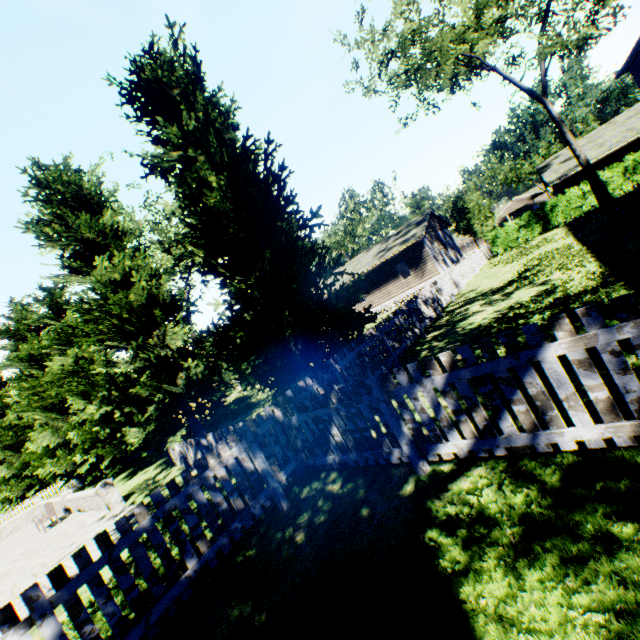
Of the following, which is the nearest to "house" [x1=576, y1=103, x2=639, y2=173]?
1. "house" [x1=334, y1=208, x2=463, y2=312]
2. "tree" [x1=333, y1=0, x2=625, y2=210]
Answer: "tree" [x1=333, y1=0, x2=625, y2=210]

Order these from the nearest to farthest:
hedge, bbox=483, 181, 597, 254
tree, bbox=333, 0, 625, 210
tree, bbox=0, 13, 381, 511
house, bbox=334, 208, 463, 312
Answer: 1. tree, bbox=0, 13, 381, 511
2. tree, bbox=333, 0, 625, 210
3. hedge, bbox=483, 181, 597, 254
4. house, bbox=334, 208, 463, 312

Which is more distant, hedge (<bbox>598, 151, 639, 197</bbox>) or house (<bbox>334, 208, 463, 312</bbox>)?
house (<bbox>334, 208, 463, 312</bbox>)

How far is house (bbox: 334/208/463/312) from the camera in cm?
2664

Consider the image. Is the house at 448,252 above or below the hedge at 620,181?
above

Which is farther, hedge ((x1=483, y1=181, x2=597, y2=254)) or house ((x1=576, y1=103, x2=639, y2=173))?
house ((x1=576, y1=103, x2=639, y2=173))

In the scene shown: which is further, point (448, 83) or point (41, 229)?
point (448, 83)

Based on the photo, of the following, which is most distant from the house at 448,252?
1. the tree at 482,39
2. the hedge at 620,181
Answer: the hedge at 620,181
